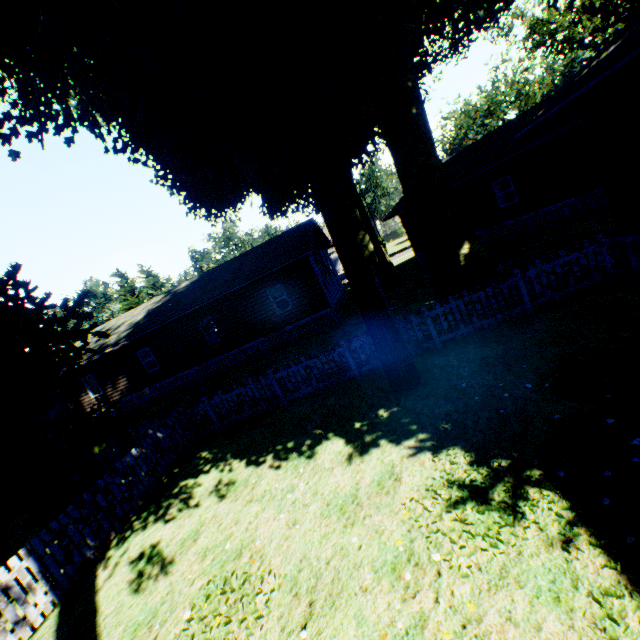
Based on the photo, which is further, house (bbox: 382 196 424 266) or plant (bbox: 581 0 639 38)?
house (bbox: 382 196 424 266)

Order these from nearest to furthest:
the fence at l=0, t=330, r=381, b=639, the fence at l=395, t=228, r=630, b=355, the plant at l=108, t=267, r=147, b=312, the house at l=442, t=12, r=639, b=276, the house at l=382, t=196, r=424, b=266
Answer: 1. the fence at l=0, t=330, r=381, b=639
2. the house at l=442, t=12, r=639, b=276
3. the fence at l=395, t=228, r=630, b=355
4. the house at l=382, t=196, r=424, b=266
5. the plant at l=108, t=267, r=147, b=312

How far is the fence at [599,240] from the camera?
8.09m

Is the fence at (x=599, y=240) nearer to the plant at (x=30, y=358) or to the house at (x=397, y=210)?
the plant at (x=30, y=358)

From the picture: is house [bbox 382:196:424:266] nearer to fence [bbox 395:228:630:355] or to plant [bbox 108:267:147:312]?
plant [bbox 108:267:147:312]

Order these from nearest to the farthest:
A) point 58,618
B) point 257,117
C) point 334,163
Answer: point 58,618, point 257,117, point 334,163
